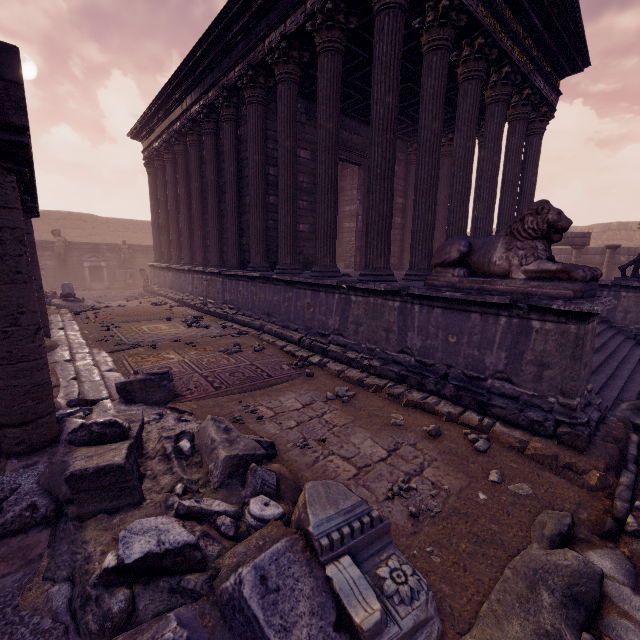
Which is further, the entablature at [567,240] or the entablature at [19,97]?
the entablature at [567,240]

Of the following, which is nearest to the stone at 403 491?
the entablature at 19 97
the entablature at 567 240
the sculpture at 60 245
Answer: the entablature at 19 97

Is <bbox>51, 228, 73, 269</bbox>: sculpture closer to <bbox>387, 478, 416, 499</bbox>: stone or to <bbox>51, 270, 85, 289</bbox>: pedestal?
<bbox>51, 270, 85, 289</bbox>: pedestal

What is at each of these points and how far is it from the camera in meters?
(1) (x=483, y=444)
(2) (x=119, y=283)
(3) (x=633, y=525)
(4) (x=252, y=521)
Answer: (1) stone, 3.5 m
(2) pedestal, 19.4 m
(3) stone, 2.6 m
(4) debris pile, 2.1 m

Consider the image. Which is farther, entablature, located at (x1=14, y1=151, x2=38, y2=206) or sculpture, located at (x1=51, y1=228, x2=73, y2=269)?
sculpture, located at (x1=51, y1=228, x2=73, y2=269)

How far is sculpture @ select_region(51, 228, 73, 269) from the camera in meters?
17.5 m

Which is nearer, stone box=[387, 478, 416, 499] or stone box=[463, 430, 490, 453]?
stone box=[387, 478, 416, 499]

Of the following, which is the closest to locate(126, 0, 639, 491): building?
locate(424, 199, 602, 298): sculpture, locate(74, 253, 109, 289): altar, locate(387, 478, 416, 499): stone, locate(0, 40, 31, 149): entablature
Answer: locate(424, 199, 602, 298): sculpture
